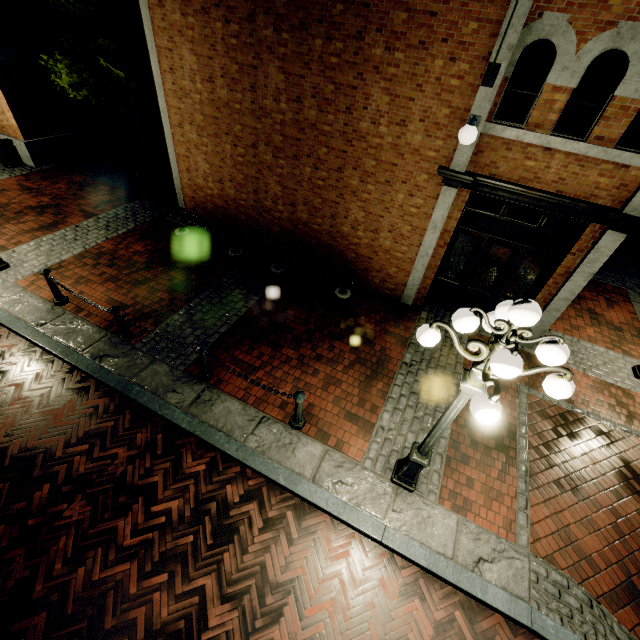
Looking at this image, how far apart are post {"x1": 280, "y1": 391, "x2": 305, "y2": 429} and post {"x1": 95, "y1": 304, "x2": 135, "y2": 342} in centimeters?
375cm

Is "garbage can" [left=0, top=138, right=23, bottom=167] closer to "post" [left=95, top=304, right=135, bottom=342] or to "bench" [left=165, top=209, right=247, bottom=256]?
"bench" [left=165, top=209, right=247, bottom=256]

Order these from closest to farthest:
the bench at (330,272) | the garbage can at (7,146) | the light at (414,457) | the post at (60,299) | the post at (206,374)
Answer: the light at (414,457), the post at (206,374), the post at (60,299), the bench at (330,272), the garbage can at (7,146)

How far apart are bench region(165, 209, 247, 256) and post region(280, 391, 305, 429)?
5.4 meters

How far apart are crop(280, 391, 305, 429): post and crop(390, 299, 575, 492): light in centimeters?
166cm

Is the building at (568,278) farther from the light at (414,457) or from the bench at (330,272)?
the bench at (330,272)

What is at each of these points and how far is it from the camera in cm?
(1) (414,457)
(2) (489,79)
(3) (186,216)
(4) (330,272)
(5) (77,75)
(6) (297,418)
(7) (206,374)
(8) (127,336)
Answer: (1) light, 456
(2) banner, 528
(3) bench, 955
(4) bench, 827
(5) tree, 1027
(6) post, 544
(7) post, 605
(8) post, 655

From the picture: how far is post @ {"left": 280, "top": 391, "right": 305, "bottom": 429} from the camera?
5.1m
